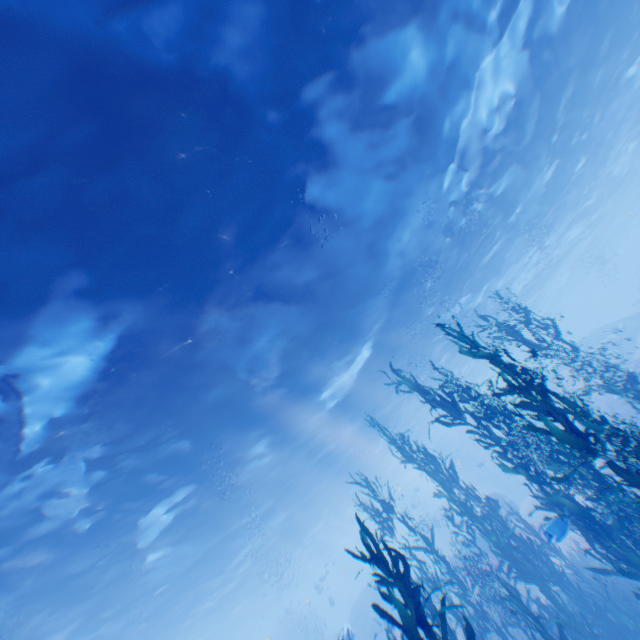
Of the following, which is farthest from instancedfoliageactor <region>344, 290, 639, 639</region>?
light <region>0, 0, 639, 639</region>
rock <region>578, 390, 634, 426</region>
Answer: light <region>0, 0, 639, 639</region>

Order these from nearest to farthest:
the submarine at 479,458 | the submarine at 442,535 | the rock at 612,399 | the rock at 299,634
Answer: the rock at 612,399 < the rock at 299,634 < the submarine at 479,458 < the submarine at 442,535

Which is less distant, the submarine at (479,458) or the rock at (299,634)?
the rock at (299,634)

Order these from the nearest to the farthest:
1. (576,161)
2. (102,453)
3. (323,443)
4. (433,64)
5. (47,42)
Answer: (47,42)
(433,64)
(102,453)
(576,161)
(323,443)

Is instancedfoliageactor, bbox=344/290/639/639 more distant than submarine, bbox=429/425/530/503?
No

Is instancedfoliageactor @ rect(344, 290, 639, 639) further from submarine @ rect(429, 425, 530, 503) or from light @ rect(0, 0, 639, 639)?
light @ rect(0, 0, 639, 639)
